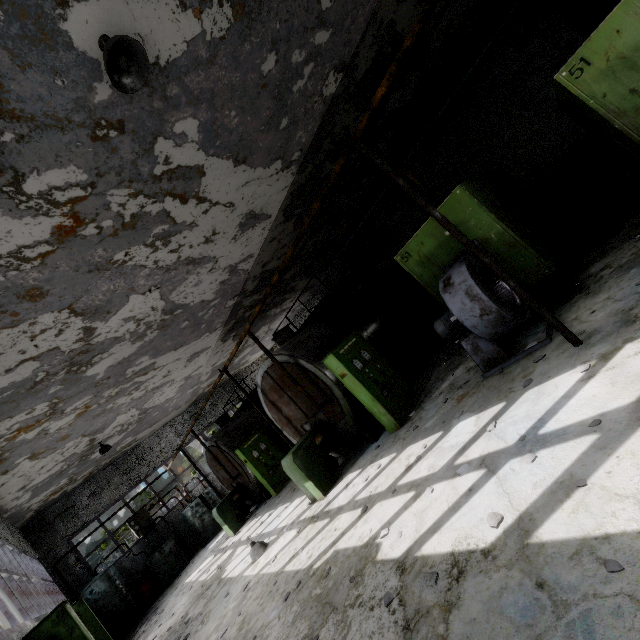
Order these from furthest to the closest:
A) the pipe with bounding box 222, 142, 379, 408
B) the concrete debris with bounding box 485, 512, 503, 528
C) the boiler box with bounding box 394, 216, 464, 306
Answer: the boiler box with bounding box 394, 216, 464, 306 → the pipe with bounding box 222, 142, 379, 408 → the concrete debris with bounding box 485, 512, 503, 528

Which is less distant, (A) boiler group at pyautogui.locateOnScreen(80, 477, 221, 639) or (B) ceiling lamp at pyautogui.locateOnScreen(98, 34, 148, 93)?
(B) ceiling lamp at pyautogui.locateOnScreen(98, 34, 148, 93)

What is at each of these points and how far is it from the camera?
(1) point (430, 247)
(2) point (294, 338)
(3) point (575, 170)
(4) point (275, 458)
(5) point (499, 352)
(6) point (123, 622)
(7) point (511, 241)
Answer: (1) boiler box, 7.0 meters
(2) boiler tank, 9.9 meters
(3) pipe, 11.5 meters
(4) power box, 13.6 meters
(5) fan motor, 6.0 meters
(6) boiler group, 14.1 meters
(7) boiler box, 6.1 meters

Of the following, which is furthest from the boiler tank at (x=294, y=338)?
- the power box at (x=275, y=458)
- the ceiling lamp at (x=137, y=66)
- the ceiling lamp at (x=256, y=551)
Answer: the ceiling lamp at (x=137, y=66)

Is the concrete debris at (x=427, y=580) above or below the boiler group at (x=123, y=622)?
below

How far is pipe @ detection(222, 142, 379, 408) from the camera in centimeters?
541cm

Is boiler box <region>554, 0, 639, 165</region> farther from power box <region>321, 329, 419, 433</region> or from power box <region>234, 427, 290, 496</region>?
power box <region>234, 427, 290, 496</region>

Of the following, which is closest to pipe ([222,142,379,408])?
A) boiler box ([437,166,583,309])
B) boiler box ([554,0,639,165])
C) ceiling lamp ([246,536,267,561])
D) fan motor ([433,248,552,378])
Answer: boiler box ([554,0,639,165])
